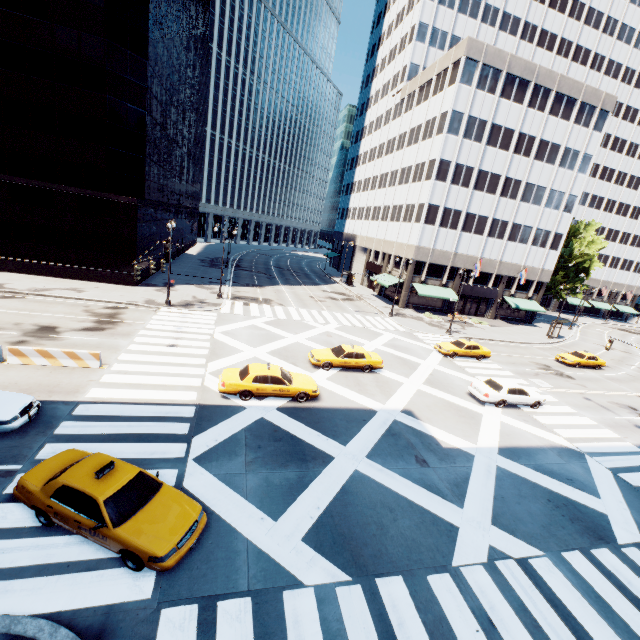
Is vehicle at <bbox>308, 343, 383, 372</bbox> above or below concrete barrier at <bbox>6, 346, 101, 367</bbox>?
above

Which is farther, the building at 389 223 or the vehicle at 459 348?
the building at 389 223

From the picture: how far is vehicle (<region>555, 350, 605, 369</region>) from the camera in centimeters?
3272cm

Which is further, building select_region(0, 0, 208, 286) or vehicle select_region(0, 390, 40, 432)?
building select_region(0, 0, 208, 286)

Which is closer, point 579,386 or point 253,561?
point 253,561

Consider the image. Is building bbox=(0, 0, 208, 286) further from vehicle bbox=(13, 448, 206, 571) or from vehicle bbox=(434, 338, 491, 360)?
vehicle bbox=(434, 338, 491, 360)

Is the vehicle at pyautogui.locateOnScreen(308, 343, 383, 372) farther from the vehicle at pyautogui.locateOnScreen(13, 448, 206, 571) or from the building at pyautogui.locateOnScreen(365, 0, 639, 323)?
the building at pyautogui.locateOnScreen(365, 0, 639, 323)

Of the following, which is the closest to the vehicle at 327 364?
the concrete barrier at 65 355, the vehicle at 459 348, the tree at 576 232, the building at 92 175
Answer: the vehicle at 459 348
